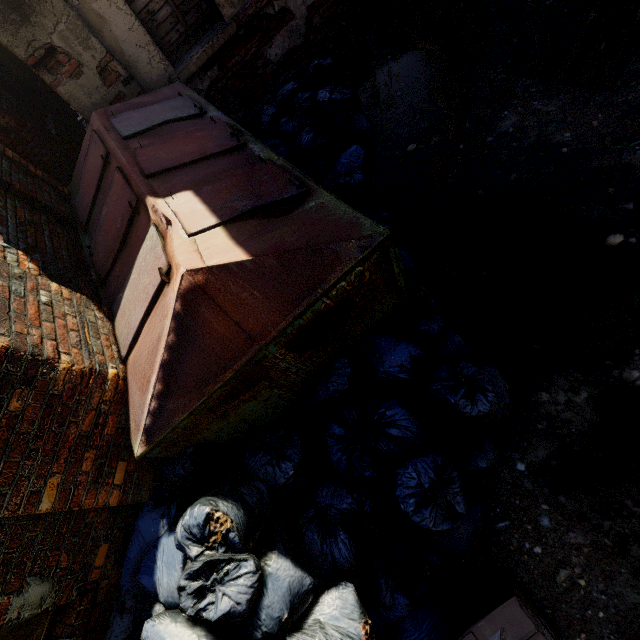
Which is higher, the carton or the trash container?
the trash container

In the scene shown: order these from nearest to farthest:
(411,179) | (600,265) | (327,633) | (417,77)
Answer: (327,633) < (600,265) < (411,179) < (417,77)

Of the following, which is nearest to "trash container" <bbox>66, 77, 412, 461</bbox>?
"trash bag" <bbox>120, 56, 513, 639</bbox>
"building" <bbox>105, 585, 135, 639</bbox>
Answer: "trash bag" <bbox>120, 56, 513, 639</bbox>

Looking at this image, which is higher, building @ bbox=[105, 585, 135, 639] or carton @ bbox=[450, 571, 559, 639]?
building @ bbox=[105, 585, 135, 639]

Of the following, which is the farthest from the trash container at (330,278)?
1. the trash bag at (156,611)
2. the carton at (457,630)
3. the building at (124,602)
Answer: the carton at (457,630)

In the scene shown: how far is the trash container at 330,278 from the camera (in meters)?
1.97

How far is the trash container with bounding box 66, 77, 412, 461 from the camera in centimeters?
197cm

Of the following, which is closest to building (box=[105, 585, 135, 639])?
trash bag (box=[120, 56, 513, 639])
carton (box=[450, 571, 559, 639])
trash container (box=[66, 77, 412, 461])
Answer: trash bag (box=[120, 56, 513, 639])
